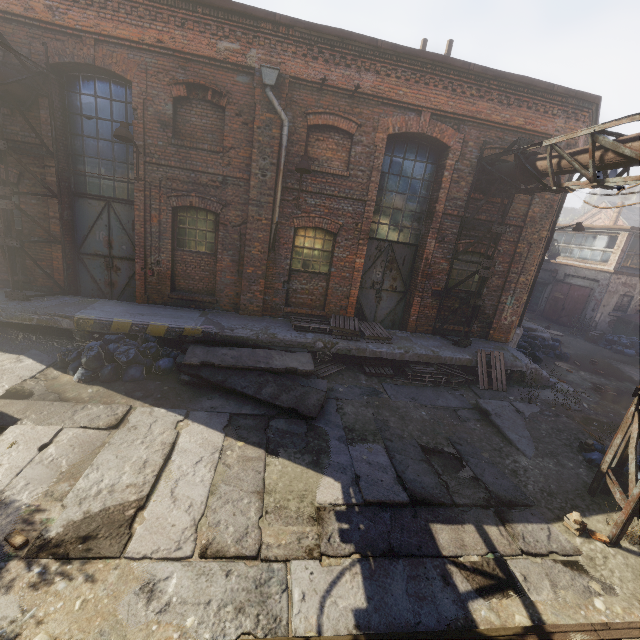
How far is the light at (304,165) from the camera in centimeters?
794cm

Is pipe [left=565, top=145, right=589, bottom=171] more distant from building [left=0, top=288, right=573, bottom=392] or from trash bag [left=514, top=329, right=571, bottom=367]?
trash bag [left=514, top=329, right=571, bottom=367]

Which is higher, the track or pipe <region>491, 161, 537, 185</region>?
pipe <region>491, 161, 537, 185</region>

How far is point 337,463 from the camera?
5.77m

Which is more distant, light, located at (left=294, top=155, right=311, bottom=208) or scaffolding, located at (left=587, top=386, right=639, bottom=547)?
light, located at (left=294, top=155, right=311, bottom=208)

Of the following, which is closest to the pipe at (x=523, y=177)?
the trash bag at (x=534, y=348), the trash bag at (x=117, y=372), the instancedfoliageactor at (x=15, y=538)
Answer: the trash bag at (x=117, y=372)

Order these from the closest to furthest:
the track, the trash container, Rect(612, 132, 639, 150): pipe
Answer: the track < Rect(612, 132, 639, 150): pipe < the trash container

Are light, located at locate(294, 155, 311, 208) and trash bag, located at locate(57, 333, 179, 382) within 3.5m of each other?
no
